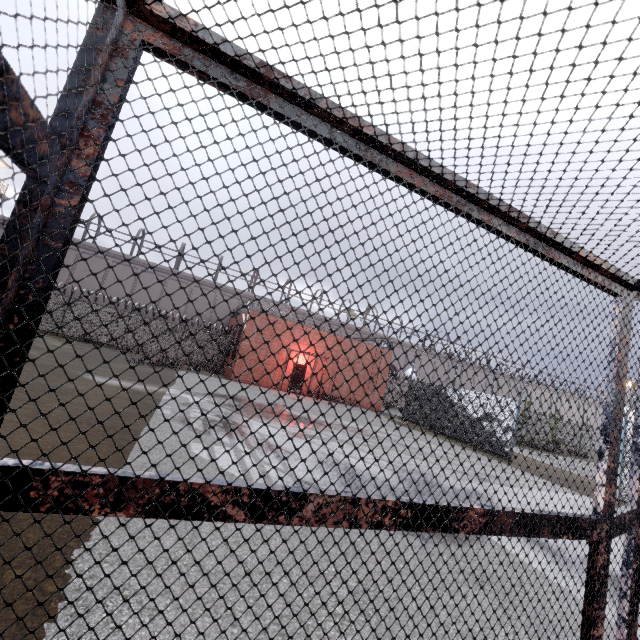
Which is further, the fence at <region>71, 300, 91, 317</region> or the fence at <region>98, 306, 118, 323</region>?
the fence at <region>98, 306, 118, 323</region>

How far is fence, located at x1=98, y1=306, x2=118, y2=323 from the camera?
24.1m

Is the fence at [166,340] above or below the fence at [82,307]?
below

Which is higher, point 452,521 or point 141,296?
point 141,296

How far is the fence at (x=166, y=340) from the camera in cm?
2548

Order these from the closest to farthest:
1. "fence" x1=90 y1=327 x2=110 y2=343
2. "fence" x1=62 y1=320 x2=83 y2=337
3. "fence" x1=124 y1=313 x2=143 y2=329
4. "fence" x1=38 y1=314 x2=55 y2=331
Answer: "fence" x1=38 y1=314 x2=55 y2=331, "fence" x1=62 y1=320 x2=83 y2=337, "fence" x1=90 y1=327 x2=110 y2=343, "fence" x1=124 y1=313 x2=143 y2=329
